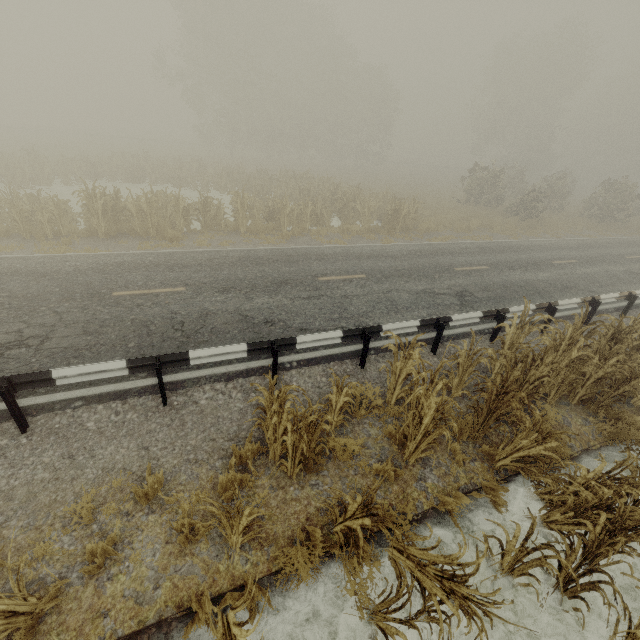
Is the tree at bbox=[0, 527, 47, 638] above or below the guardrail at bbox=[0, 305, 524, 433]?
below

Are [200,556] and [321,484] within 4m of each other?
yes

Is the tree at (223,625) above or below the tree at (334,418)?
below

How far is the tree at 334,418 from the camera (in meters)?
4.24

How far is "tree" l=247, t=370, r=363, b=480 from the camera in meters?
4.2 m

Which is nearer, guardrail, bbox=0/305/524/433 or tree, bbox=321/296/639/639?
tree, bbox=321/296/639/639
